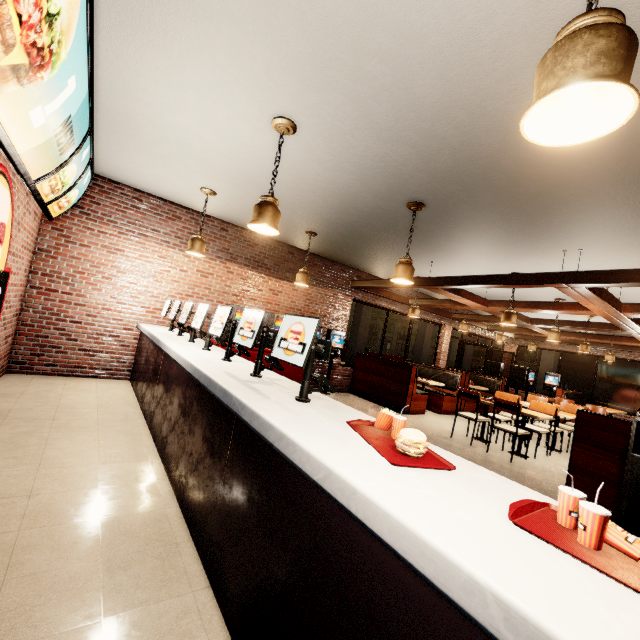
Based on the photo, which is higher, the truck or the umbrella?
the truck

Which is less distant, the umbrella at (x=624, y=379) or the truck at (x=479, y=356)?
the umbrella at (x=624, y=379)

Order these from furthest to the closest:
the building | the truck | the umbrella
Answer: the truck, the umbrella, the building

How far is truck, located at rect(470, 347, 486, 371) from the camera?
37.4 meters

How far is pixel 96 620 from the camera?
1.5 meters

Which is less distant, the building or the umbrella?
the building

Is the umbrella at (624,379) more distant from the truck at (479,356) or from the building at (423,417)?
the truck at (479,356)

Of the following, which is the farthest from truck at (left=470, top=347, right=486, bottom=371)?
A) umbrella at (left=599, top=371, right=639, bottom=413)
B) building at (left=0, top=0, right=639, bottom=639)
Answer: umbrella at (left=599, top=371, right=639, bottom=413)
